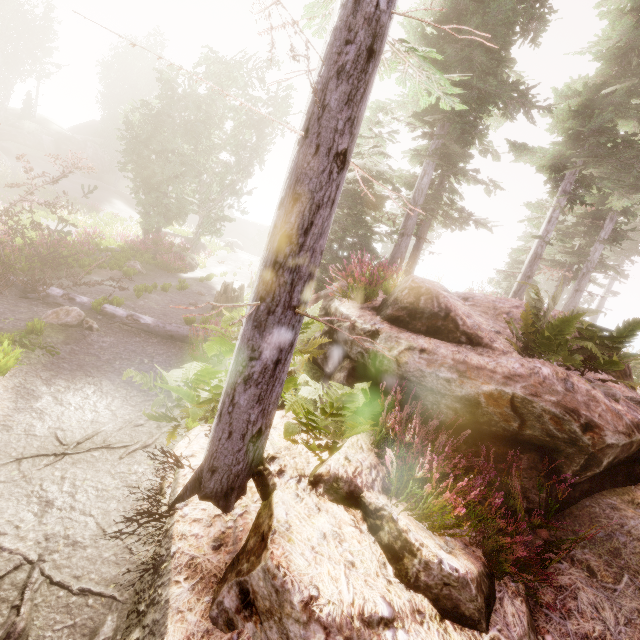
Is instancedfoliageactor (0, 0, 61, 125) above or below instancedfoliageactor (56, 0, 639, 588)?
above

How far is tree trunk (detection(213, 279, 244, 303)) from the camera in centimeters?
1249cm

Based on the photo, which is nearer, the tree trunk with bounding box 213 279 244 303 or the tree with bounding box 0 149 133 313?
the tree with bounding box 0 149 133 313

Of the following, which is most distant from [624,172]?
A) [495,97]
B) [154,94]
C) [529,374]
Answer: [154,94]

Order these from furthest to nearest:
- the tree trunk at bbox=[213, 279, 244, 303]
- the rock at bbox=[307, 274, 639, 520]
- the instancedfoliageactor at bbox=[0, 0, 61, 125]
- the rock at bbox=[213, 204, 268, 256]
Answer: the rock at bbox=[213, 204, 268, 256], the instancedfoliageactor at bbox=[0, 0, 61, 125], the tree trunk at bbox=[213, 279, 244, 303], the rock at bbox=[307, 274, 639, 520]

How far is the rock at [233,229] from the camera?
42.44m

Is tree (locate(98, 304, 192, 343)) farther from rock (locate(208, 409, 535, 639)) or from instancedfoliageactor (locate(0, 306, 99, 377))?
rock (locate(208, 409, 535, 639))

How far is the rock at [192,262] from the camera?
20.0 meters
